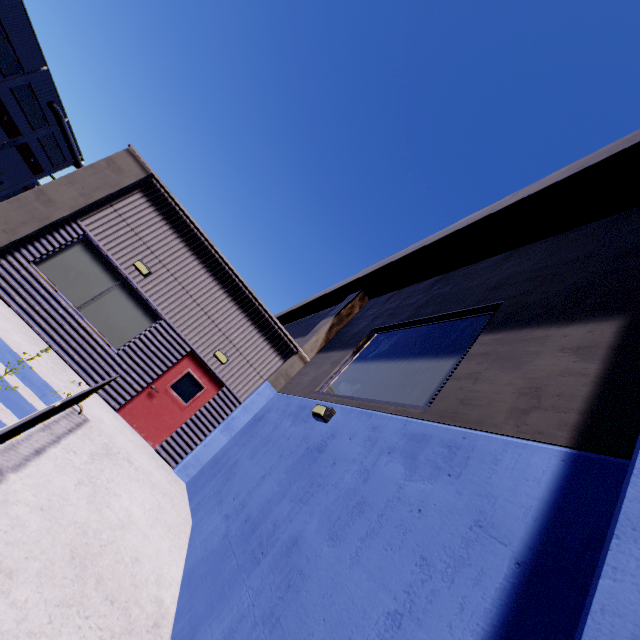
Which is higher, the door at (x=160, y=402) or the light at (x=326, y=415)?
the light at (x=326, y=415)

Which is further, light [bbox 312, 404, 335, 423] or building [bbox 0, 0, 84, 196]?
building [bbox 0, 0, 84, 196]

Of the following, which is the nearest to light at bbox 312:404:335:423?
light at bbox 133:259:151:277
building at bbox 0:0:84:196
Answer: building at bbox 0:0:84:196

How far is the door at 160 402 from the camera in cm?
884

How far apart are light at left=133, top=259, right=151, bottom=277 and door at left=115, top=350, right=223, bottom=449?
2.50m

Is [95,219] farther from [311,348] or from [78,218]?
[311,348]

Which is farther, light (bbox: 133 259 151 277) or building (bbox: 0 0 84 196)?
building (bbox: 0 0 84 196)
